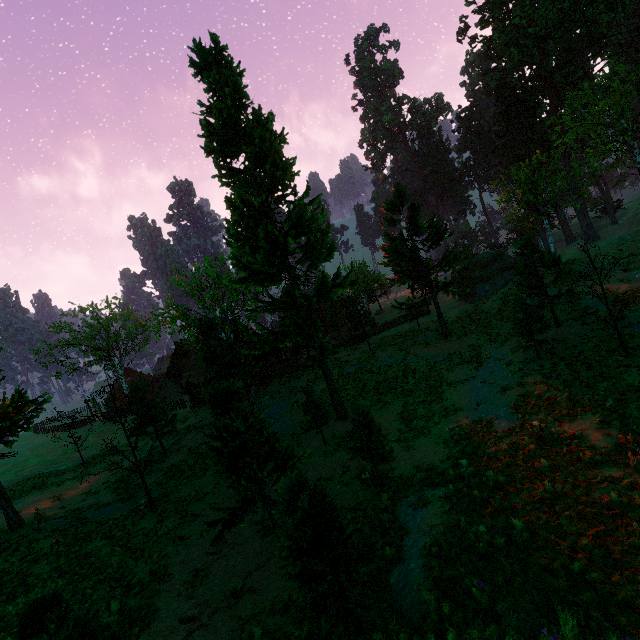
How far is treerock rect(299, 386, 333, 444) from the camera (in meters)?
18.72

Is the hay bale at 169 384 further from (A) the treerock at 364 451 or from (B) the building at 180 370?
(A) the treerock at 364 451

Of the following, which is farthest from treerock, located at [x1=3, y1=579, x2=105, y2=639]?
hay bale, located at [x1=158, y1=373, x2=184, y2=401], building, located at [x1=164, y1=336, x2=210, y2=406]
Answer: hay bale, located at [x1=158, y1=373, x2=184, y2=401]

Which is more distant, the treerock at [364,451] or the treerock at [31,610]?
the treerock at [364,451]

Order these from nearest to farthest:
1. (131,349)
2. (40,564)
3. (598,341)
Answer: (40,564) → (598,341) → (131,349)

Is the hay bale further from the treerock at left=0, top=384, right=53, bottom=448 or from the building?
the treerock at left=0, top=384, right=53, bottom=448

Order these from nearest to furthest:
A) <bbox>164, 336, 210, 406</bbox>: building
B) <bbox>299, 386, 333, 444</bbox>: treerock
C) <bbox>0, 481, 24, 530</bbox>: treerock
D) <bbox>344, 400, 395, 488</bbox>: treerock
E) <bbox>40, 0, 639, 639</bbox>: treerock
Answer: <bbox>40, 0, 639, 639</bbox>: treerock, <bbox>344, 400, 395, 488</bbox>: treerock, <bbox>0, 481, 24, 530</bbox>: treerock, <bbox>299, 386, 333, 444</bbox>: treerock, <bbox>164, 336, 210, 406</bbox>: building
